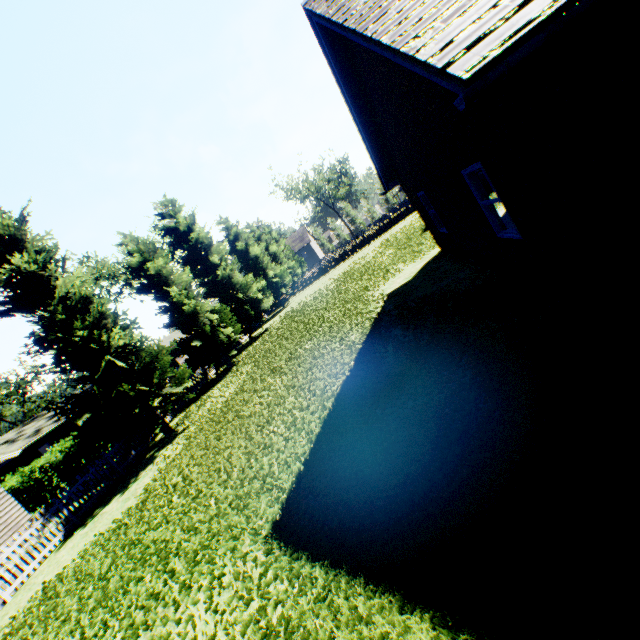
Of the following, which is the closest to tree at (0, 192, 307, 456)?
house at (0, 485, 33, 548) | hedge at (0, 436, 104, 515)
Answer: hedge at (0, 436, 104, 515)

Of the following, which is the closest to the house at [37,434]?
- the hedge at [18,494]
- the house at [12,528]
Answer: the hedge at [18,494]

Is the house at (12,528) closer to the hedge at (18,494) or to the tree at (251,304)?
the hedge at (18,494)

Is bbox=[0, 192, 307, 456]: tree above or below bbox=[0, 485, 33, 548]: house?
above

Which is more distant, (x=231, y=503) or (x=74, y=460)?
(x=74, y=460)

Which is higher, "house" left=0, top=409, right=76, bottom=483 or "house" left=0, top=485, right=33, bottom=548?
"house" left=0, top=409, right=76, bottom=483

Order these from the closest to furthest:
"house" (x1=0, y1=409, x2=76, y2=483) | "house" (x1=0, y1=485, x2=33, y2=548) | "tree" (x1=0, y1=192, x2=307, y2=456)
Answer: "tree" (x1=0, y1=192, x2=307, y2=456) → "house" (x1=0, y1=485, x2=33, y2=548) → "house" (x1=0, y1=409, x2=76, y2=483)

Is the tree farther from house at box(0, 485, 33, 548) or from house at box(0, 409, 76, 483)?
house at box(0, 409, 76, 483)
